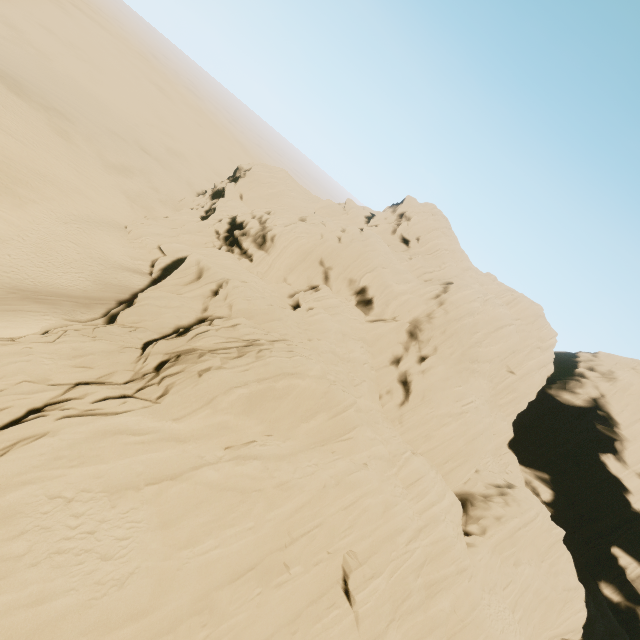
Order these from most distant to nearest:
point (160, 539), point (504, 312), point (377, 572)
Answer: point (504, 312) < point (377, 572) < point (160, 539)
